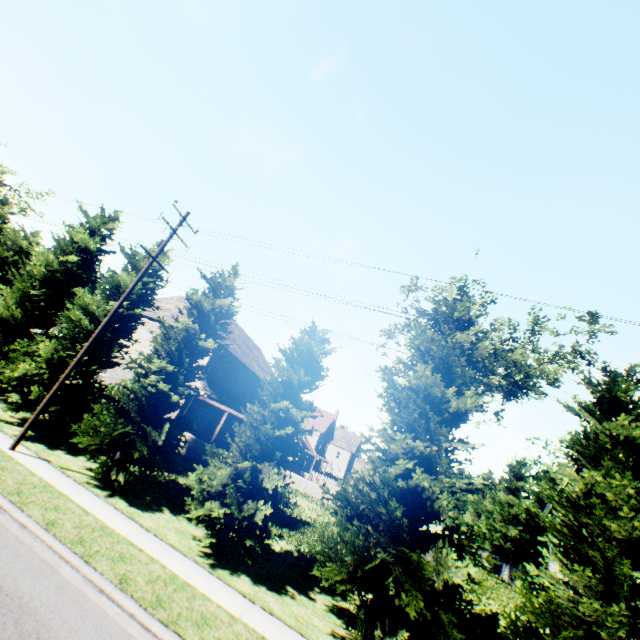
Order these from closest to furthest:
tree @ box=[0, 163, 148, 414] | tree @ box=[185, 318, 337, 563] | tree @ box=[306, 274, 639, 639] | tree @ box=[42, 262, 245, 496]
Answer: tree @ box=[306, 274, 639, 639] < tree @ box=[185, 318, 337, 563] < tree @ box=[42, 262, 245, 496] < tree @ box=[0, 163, 148, 414]

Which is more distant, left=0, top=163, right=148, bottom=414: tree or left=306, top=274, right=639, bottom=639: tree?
left=0, top=163, right=148, bottom=414: tree

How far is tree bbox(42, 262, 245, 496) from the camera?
12.6 meters

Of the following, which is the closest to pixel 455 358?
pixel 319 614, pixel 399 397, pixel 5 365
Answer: pixel 399 397

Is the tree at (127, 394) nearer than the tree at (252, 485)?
No

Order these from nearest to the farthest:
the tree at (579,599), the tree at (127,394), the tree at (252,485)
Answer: the tree at (579,599), the tree at (252,485), the tree at (127,394)
